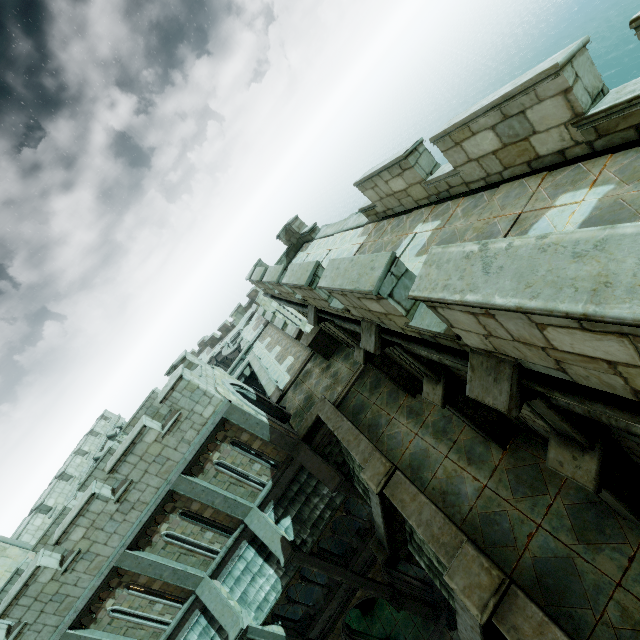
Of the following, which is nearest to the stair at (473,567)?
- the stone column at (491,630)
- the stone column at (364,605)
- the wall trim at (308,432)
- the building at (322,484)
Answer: the stone column at (491,630)

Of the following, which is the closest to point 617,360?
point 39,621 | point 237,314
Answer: point 39,621

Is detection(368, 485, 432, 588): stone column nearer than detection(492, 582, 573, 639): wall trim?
No

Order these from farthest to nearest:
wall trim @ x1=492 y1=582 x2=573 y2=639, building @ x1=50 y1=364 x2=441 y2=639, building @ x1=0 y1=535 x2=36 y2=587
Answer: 1. building @ x1=0 y1=535 x2=36 y2=587
2. building @ x1=50 y1=364 x2=441 y2=639
3. wall trim @ x1=492 y1=582 x2=573 y2=639

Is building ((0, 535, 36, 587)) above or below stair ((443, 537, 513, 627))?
above

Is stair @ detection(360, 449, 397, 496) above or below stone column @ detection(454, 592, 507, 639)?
above

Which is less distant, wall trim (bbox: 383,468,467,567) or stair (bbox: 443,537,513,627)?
stair (bbox: 443,537,513,627)

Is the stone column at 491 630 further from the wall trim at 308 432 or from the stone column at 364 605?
the stone column at 364 605
